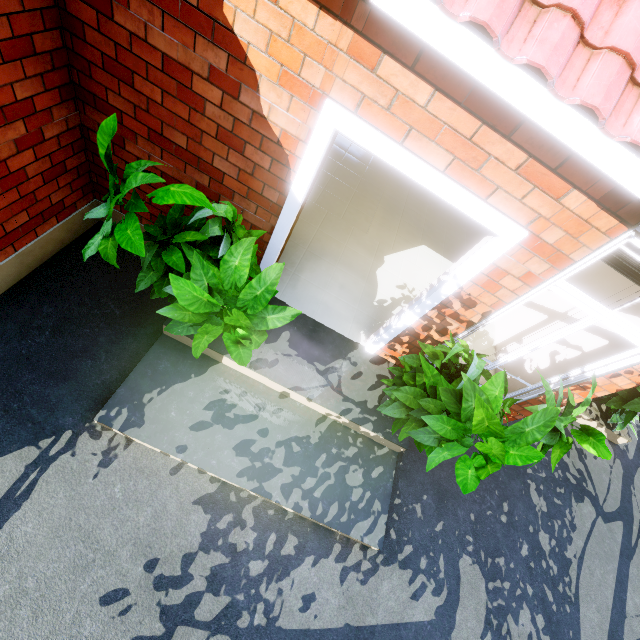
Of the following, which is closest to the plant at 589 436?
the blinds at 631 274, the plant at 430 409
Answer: the plant at 430 409

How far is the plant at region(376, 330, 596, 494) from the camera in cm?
209

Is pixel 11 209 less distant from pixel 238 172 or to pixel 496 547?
pixel 238 172

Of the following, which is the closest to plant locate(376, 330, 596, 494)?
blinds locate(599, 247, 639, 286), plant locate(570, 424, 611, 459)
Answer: plant locate(570, 424, 611, 459)

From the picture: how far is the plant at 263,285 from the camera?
1.9 meters

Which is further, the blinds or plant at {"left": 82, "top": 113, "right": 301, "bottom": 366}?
the blinds

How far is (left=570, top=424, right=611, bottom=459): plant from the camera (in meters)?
2.33

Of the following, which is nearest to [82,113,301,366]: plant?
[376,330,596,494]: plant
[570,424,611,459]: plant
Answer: [376,330,596,494]: plant
